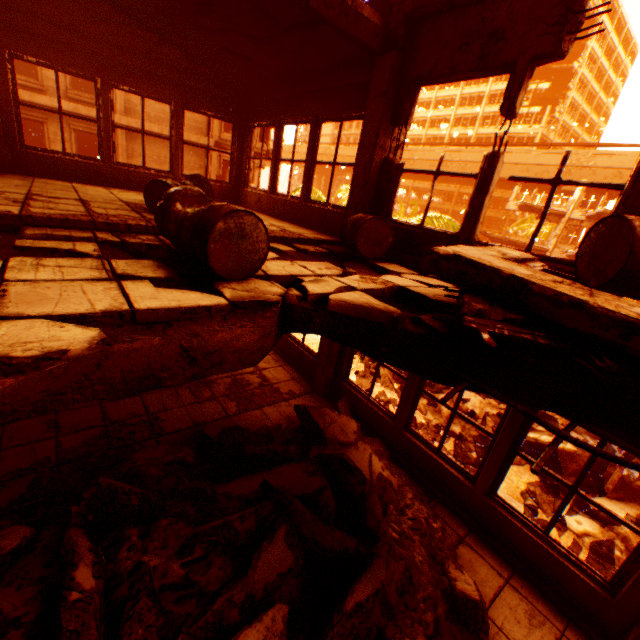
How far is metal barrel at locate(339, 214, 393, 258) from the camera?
4.2m

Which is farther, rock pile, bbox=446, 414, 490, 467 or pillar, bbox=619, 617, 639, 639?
rock pile, bbox=446, 414, 490, 467

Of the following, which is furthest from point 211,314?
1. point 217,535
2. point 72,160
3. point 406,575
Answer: point 72,160

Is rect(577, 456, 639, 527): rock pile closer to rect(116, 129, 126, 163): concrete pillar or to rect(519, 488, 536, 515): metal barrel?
rect(519, 488, 536, 515): metal barrel

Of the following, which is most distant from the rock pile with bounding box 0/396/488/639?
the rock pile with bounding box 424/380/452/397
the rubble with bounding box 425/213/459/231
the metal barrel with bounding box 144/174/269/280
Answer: the rock pile with bounding box 424/380/452/397

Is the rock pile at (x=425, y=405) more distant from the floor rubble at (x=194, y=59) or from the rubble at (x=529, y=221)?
the floor rubble at (x=194, y=59)

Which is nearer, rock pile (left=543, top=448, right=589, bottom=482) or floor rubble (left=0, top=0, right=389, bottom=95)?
floor rubble (left=0, top=0, right=389, bottom=95)

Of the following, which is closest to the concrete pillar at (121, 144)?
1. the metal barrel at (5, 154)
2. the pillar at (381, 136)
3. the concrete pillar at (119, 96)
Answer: the concrete pillar at (119, 96)
